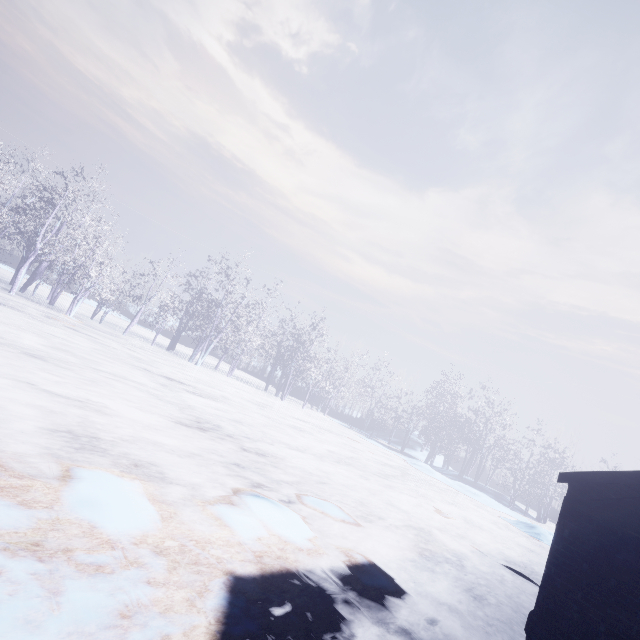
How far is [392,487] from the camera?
11.7 meters
